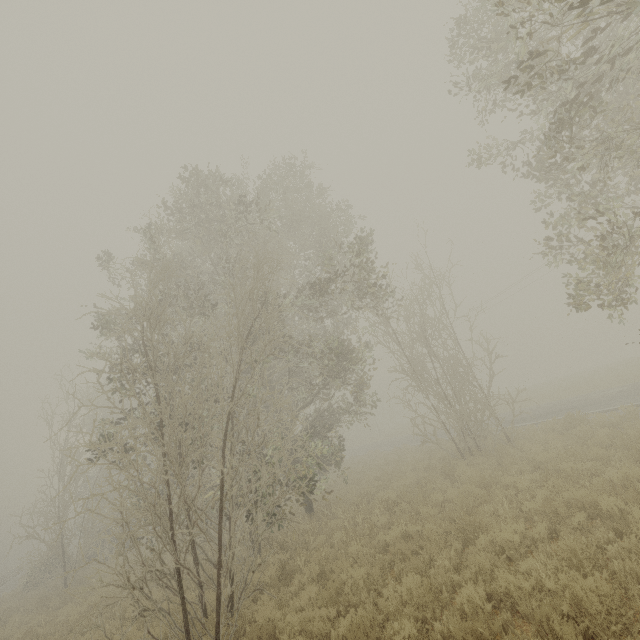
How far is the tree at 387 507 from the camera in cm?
901

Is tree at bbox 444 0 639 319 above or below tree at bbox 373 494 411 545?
above

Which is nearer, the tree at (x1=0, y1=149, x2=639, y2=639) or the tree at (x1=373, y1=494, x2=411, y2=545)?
the tree at (x1=0, y1=149, x2=639, y2=639)

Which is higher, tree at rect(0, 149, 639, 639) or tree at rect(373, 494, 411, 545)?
tree at rect(0, 149, 639, 639)

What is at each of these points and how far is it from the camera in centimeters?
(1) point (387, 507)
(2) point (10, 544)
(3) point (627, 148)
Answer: (1) tree, 1179cm
(2) tree, 4028cm
(3) tree, 722cm

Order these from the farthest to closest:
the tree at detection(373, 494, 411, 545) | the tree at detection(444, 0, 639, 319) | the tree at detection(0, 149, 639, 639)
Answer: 1. the tree at detection(373, 494, 411, 545)
2. the tree at detection(0, 149, 639, 639)
3. the tree at detection(444, 0, 639, 319)

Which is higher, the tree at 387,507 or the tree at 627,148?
the tree at 627,148

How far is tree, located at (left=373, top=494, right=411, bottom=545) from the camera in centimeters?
901cm
